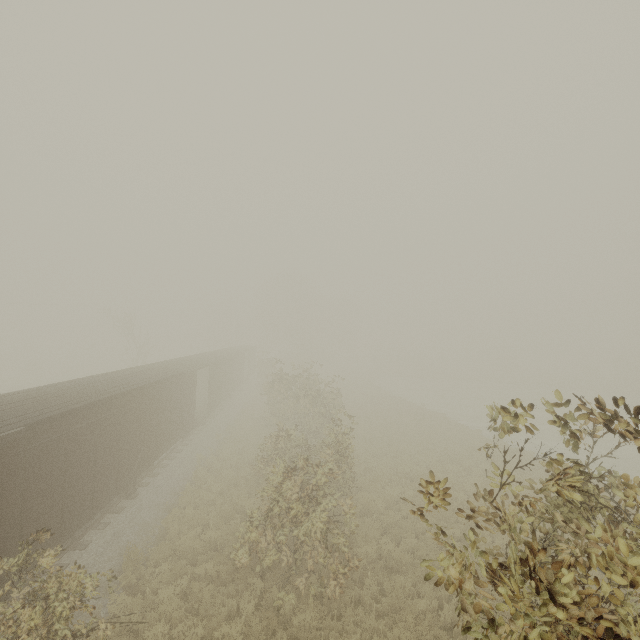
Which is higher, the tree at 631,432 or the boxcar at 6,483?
the tree at 631,432

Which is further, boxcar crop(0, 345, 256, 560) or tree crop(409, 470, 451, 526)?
boxcar crop(0, 345, 256, 560)

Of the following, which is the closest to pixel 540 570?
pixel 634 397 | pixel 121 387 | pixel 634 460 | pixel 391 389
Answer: pixel 121 387

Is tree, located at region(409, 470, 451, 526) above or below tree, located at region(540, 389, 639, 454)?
below

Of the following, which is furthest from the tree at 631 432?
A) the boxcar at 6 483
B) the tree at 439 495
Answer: the boxcar at 6 483

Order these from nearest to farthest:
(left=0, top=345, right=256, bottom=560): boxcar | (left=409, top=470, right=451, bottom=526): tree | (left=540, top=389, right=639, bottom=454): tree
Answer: (left=540, top=389, right=639, bottom=454): tree
(left=409, top=470, right=451, bottom=526): tree
(left=0, top=345, right=256, bottom=560): boxcar

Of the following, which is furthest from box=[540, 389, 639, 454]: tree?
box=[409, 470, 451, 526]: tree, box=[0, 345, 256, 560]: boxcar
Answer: box=[0, 345, 256, 560]: boxcar
